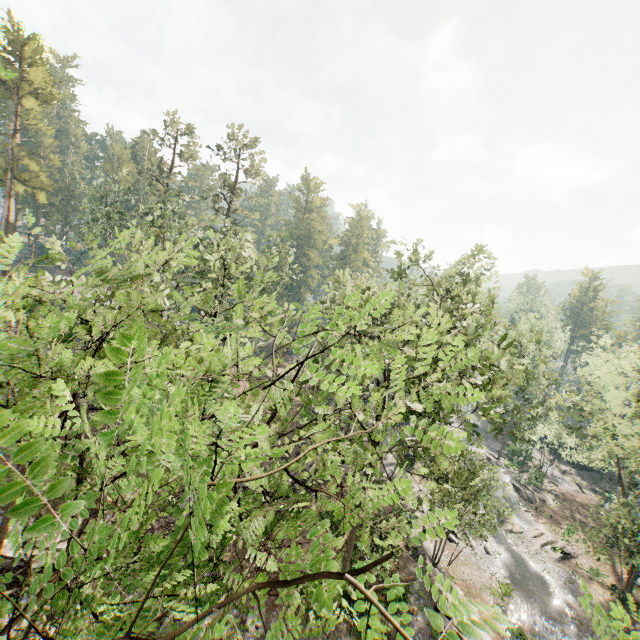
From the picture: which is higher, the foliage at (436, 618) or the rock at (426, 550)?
the foliage at (436, 618)

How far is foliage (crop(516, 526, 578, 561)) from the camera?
30.77m

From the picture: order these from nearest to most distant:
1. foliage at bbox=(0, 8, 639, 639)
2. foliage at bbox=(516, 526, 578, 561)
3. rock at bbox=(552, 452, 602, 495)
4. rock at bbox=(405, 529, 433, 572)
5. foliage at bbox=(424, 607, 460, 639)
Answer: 1. foliage at bbox=(424, 607, 460, 639)
2. foliage at bbox=(0, 8, 639, 639)
3. rock at bbox=(405, 529, 433, 572)
4. foliage at bbox=(516, 526, 578, 561)
5. rock at bbox=(552, 452, 602, 495)

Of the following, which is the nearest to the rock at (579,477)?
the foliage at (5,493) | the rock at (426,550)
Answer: the foliage at (5,493)

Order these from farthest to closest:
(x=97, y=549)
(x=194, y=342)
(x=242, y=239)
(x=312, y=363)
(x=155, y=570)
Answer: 1. (x=312, y=363)
2. (x=242, y=239)
3. (x=194, y=342)
4. (x=155, y=570)
5. (x=97, y=549)

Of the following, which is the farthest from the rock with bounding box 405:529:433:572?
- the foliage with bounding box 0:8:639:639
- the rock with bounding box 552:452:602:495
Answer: the rock with bounding box 552:452:602:495

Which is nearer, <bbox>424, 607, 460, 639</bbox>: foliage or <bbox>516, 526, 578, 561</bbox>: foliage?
<bbox>424, 607, 460, 639</bbox>: foliage
